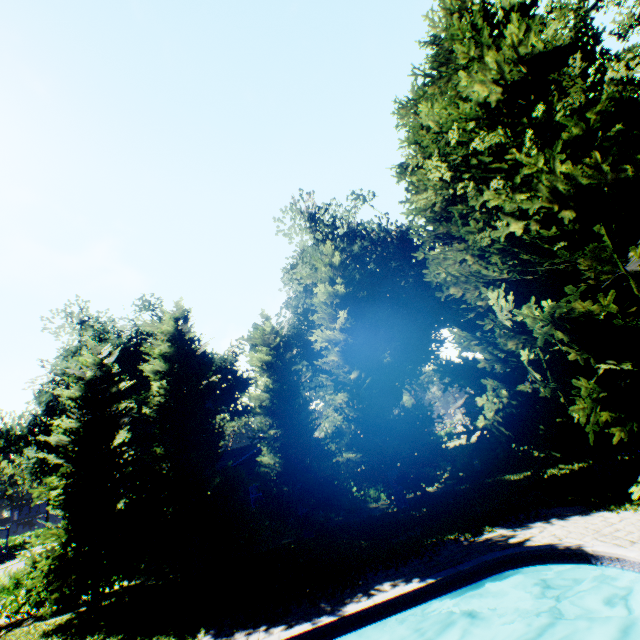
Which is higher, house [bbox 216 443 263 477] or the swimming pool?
house [bbox 216 443 263 477]

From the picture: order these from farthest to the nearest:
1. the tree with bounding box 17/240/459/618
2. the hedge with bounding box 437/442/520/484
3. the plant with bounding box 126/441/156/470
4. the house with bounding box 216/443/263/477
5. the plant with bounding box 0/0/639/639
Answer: the plant with bounding box 126/441/156/470 < the house with bounding box 216/443/263/477 < the hedge with bounding box 437/442/520/484 < the tree with bounding box 17/240/459/618 < the plant with bounding box 0/0/639/639

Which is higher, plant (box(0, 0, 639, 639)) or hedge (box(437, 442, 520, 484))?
plant (box(0, 0, 639, 639))

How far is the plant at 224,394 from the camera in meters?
39.6

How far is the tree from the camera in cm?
1420

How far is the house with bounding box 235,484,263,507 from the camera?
24.0 meters

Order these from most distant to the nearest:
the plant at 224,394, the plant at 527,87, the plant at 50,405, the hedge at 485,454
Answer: the plant at 224,394 < the plant at 50,405 < the hedge at 485,454 < the plant at 527,87

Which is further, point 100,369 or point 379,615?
point 100,369
